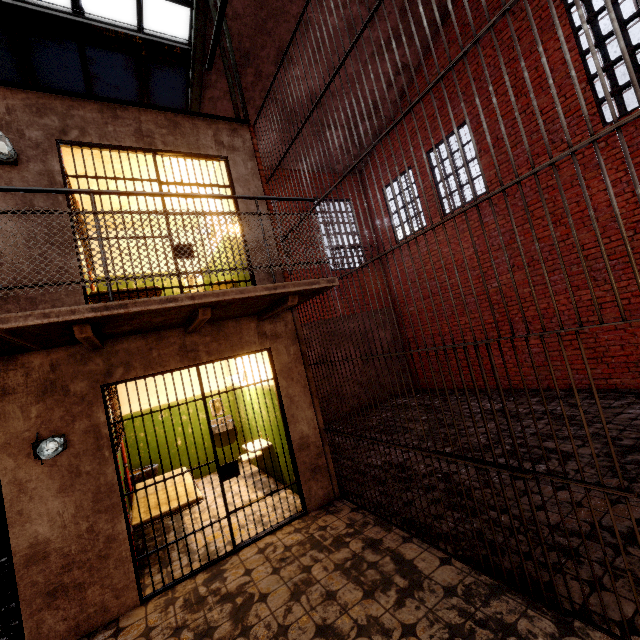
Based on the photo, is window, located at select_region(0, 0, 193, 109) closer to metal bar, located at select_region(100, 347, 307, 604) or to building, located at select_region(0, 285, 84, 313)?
building, located at select_region(0, 285, 84, 313)

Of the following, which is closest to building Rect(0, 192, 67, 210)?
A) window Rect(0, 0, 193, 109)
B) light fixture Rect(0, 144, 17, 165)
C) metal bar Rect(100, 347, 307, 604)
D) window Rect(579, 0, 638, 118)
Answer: light fixture Rect(0, 144, 17, 165)

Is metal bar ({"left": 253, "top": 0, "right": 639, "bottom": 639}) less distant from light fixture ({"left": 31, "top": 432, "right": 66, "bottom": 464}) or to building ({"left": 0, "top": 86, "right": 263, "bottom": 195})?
building ({"left": 0, "top": 86, "right": 263, "bottom": 195})

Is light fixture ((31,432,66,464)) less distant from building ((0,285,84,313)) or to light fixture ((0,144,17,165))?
building ((0,285,84,313))

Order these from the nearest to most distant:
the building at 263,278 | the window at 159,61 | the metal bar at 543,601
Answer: the metal bar at 543,601 → the building at 263,278 → the window at 159,61

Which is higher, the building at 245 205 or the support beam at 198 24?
the support beam at 198 24

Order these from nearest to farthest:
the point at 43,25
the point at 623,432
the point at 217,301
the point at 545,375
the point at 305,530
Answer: the point at 217,301
the point at 305,530
the point at 623,432
the point at 43,25
the point at 545,375

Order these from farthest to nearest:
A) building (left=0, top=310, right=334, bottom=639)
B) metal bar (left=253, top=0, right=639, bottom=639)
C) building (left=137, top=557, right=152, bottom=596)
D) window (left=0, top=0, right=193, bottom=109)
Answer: window (left=0, top=0, right=193, bottom=109)
building (left=137, top=557, right=152, bottom=596)
building (left=0, top=310, right=334, bottom=639)
metal bar (left=253, top=0, right=639, bottom=639)
